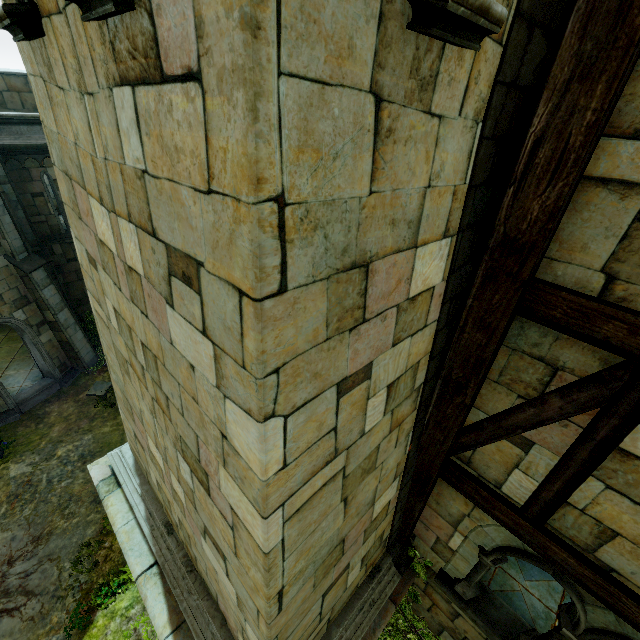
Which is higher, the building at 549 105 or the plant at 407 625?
the building at 549 105

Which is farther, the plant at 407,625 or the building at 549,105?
the plant at 407,625

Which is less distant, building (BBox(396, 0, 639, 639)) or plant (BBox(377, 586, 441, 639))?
building (BBox(396, 0, 639, 639))

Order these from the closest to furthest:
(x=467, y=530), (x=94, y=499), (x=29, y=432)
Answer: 1. (x=467, y=530)
2. (x=94, y=499)
3. (x=29, y=432)

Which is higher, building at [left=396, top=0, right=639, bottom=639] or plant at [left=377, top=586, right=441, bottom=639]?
building at [left=396, top=0, right=639, bottom=639]
